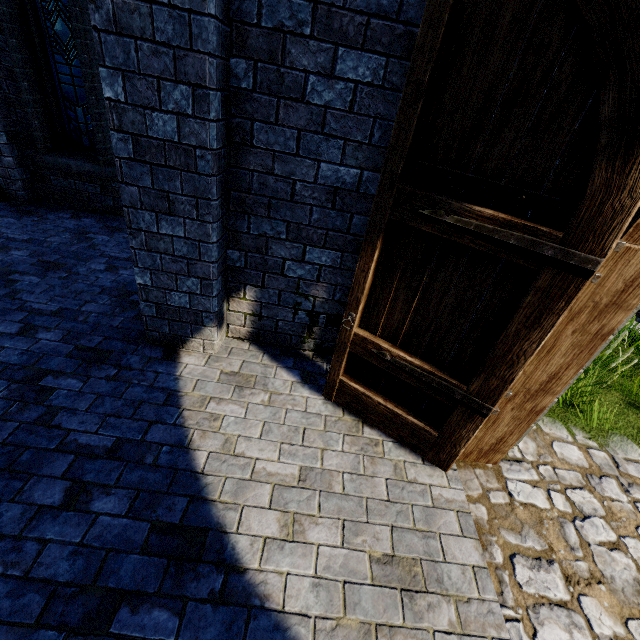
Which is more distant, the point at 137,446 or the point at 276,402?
the point at 276,402

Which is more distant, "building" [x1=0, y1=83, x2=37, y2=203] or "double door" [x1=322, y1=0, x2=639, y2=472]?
"building" [x1=0, y1=83, x2=37, y2=203]

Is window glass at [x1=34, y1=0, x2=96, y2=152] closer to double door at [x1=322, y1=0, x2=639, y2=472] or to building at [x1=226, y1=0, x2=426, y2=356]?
building at [x1=226, y1=0, x2=426, y2=356]

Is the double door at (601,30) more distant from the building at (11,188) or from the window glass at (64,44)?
the window glass at (64,44)

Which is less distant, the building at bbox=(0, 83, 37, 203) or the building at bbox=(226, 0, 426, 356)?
the building at bbox=(226, 0, 426, 356)

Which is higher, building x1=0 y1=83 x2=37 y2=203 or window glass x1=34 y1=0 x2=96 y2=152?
window glass x1=34 y1=0 x2=96 y2=152

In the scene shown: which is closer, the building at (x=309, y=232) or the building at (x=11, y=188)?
the building at (x=309, y=232)

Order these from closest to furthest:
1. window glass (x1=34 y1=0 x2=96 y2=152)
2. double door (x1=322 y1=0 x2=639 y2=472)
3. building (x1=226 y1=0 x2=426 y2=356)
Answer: double door (x1=322 y1=0 x2=639 y2=472) → building (x1=226 y1=0 x2=426 y2=356) → window glass (x1=34 y1=0 x2=96 y2=152)
